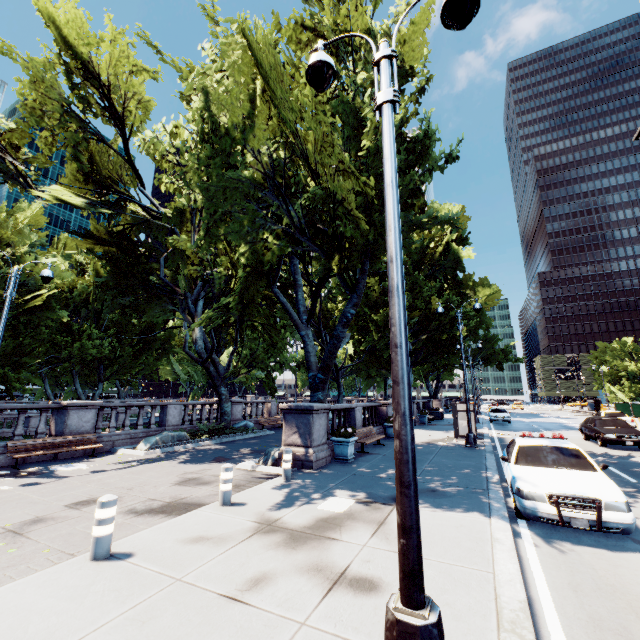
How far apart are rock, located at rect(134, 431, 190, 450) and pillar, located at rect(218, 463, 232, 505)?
9.2m

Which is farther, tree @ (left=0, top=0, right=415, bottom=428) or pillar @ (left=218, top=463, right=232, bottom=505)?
tree @ (left=0, top=0, right=415, bottom=428)

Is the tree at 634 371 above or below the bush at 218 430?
above

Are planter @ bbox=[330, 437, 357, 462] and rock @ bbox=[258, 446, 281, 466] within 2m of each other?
yes

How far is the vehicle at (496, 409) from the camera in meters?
30.9 m

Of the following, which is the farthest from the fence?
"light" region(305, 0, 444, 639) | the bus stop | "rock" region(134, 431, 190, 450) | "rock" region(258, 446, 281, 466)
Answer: "rock" region(134, 431, 190, 450)

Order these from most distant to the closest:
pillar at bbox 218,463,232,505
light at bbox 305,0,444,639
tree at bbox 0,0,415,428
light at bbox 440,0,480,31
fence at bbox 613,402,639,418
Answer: fence at bbox 613,402,639,418 → tree at bbox 0,0,415,428 → pillar at bbox 218,463,232,505 → light at bbox 440,0,480,31 → light at bbox 305,0,444,639

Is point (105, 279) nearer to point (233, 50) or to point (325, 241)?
point (325, 241)
